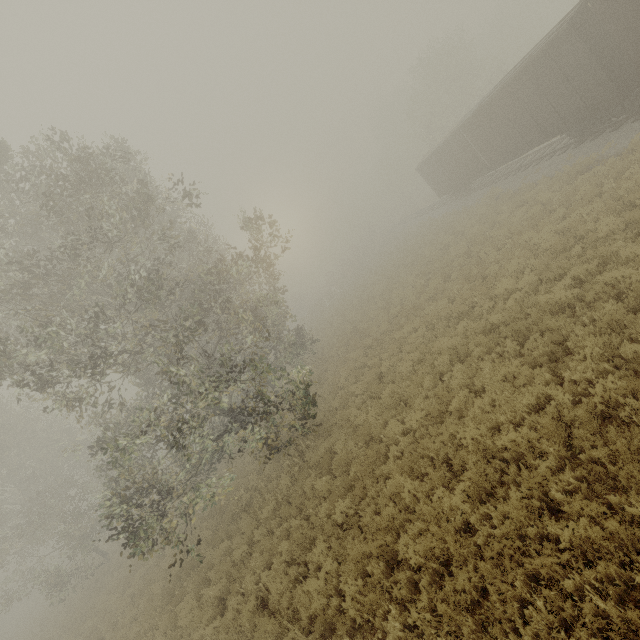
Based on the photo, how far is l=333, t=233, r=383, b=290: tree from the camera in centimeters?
4616cm

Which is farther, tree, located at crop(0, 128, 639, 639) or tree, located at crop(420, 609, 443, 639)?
tree, located at crop(0, 128, 639, 639)

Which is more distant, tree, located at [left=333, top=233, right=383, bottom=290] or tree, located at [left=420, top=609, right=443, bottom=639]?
tree, located at [left=333, top=233, right=383, bottom=290]

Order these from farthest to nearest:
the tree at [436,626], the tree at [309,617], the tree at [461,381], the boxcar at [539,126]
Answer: the boxcar at [539,126] < the tree at [309,617] < the tree at [461,381] < the tree at [436,626]

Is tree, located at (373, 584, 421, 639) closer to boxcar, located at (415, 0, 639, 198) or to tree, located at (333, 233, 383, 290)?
boxcar, located at (415, 0, 639, 198)

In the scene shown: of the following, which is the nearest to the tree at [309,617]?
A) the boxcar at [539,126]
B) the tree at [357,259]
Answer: the boxcar at [539,126]

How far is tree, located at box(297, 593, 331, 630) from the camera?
6.7 meters

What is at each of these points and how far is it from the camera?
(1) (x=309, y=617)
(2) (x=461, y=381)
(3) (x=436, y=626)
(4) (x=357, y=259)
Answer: (1) tree, 7.1 meters
(2) tree, 9.0 meters
(3) tree, 5.1 meters
(4) tree, 48.8 meters
